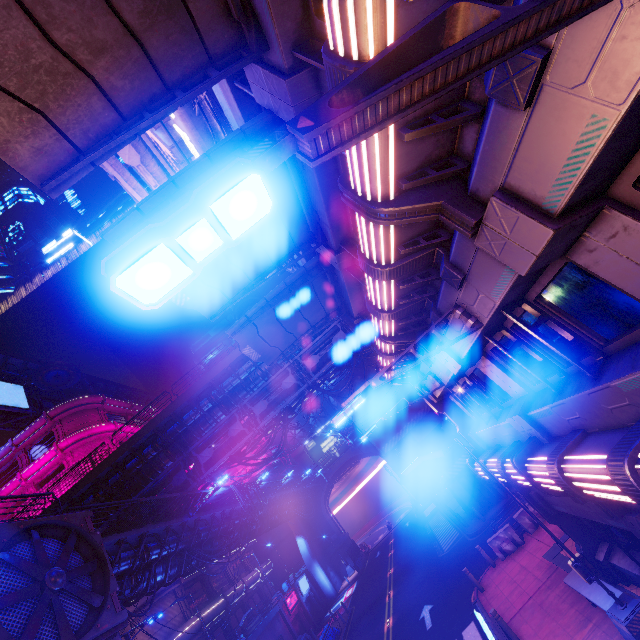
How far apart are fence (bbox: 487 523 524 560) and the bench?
6.3 meters

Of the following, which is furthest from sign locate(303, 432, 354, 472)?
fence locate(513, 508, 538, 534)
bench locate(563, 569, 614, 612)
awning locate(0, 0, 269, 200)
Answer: awning locate(0, 0, 269, 200)

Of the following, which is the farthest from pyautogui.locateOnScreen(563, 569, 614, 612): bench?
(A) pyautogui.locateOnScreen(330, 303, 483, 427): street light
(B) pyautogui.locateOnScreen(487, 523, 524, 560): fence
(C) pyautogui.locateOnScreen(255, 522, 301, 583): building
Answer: (C) pyautogui.locateOnScreen(255, 522, 301, 583): building

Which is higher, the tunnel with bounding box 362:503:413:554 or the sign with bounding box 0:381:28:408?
the sign with bounding box 0:381:28:408

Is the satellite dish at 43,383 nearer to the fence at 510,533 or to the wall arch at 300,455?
the wall arch at 300,455

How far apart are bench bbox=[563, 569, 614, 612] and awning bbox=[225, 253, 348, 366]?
11.3 meters

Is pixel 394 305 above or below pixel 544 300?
above

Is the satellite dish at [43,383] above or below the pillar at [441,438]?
above
